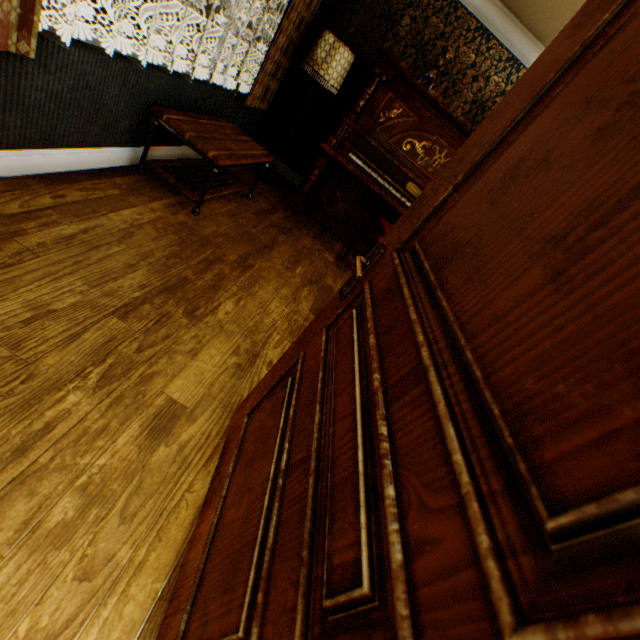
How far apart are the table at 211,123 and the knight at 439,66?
2.1m

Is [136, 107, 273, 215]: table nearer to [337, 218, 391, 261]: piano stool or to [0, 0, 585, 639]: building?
[0, 0, 585, 639]: building

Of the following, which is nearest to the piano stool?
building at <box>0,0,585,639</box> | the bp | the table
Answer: building at <box>0,0,585,639</box>

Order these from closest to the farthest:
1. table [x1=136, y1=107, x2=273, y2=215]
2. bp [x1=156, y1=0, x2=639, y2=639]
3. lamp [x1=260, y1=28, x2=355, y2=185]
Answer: bp [x1=156, y1=0, x2=639, y2=639] → table [x1=136, y1=107, x2=273, y2=215] → lamp [x1=260, y1=28, x2=355, y2=185]

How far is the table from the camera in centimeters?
254cm

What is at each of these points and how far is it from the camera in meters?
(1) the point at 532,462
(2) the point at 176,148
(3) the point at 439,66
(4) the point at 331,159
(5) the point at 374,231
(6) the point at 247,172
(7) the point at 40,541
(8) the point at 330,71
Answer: (1) bp, 0.3
(2) building, 3.2
(3) knight, 3.8
(4) piano, 4.3
(5) piano stool, 3.8
(6) building, 4.4
(7) building, 1.0
(8) lamp, 3.7

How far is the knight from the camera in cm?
380

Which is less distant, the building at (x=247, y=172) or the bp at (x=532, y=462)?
the bp at (x=532, y=462)
